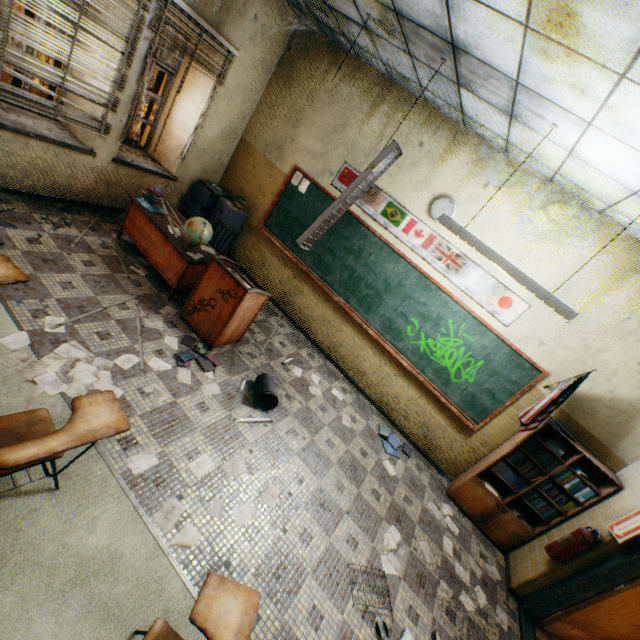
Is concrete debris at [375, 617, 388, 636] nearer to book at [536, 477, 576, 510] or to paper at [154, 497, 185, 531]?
paper at [154, 497, 185, 531]

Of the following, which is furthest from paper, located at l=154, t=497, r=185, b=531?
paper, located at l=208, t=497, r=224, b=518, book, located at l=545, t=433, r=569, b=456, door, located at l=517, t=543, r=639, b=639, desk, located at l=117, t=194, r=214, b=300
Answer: book, located at l=545, t=433, r=569, b=456

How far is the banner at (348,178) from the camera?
5.12m

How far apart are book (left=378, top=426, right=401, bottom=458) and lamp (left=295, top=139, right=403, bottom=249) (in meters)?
2.97

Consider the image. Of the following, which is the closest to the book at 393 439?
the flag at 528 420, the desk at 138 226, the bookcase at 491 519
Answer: the bookcase at 491 519

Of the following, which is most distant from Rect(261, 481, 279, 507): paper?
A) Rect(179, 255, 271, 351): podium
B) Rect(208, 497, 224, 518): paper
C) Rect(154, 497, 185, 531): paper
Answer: Rect(179, 255, 271, 351): podium

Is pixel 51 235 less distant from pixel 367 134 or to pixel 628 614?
pixel 367 134

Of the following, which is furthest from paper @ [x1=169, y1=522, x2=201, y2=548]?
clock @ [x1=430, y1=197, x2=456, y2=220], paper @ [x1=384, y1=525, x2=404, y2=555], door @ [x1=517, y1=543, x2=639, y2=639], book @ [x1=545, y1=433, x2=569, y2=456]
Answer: clock @ [x1=430, y1=197, x2=456, y2=220]
